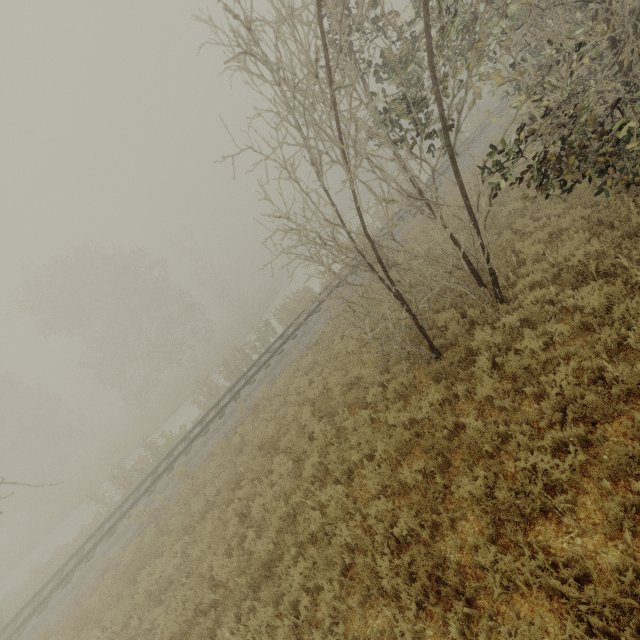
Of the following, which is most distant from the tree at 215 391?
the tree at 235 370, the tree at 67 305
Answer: the tree at 67 305

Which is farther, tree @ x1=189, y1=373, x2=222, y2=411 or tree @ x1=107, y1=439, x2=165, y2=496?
tree @ x1=189, y1=373, x2=222, y2=411

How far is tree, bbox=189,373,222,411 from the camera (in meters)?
19.46

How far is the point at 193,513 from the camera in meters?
10.1 m

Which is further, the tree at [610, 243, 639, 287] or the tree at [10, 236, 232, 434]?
the tree at [10, 236, 232, 434]

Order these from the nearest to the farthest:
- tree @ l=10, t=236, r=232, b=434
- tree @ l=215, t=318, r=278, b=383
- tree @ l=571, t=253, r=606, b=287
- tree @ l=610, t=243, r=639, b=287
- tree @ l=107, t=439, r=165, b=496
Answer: tree @ l=610, t=243, r=639, b=287 < tree @ l=571, t=253, r=606, b=287 < tree @ l=107, t=439, r=165, b=496 < tree @ l=215, t=318, r=278, b=383 < tree @ l=10, t=236, r=232, b=434

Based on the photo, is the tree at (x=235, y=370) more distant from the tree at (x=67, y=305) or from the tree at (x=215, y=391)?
the tree at (x=67, y=305)

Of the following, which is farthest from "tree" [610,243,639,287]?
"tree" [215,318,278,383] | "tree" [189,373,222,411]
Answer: "tree" [189,373,222,411]
